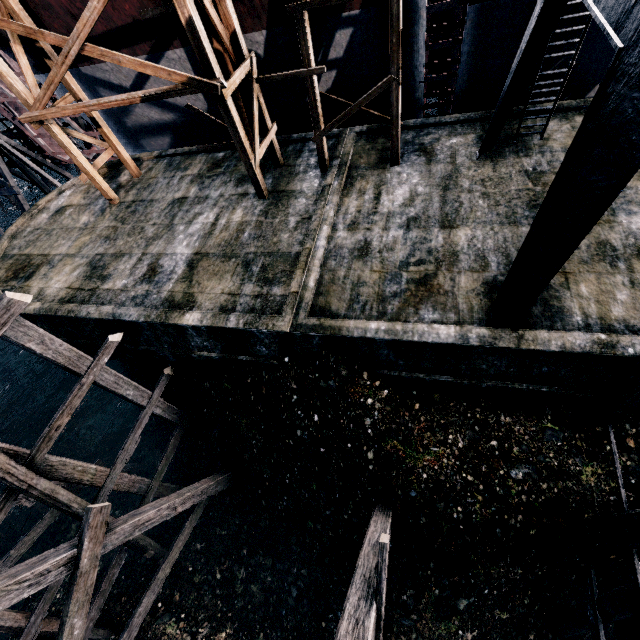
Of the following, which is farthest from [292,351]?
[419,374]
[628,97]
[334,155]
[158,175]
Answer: [158,175]

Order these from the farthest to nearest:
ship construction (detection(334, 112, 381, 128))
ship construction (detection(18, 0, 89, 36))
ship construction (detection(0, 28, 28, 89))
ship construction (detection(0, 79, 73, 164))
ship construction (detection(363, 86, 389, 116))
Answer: ship construction (detection(0, 79, 73, 164)) → ship construction (detection(334, 112, 381, 128)) → ship construction (detection(0, 28, 28, 89)) → ship construction (detection(363, 86, 389, 116)) → ship construction (detection(18, 0, 89, 36))

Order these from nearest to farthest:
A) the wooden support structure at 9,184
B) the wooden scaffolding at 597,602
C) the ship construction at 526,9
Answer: the wooden scaffolding at 597,602, the ship construction at 526,9, the wooden support structure at 9,184

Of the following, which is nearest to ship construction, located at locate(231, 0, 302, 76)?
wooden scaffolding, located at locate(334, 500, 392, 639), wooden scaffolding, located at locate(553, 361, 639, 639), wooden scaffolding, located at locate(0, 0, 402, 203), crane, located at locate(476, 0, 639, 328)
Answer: wooden scaffolding, located at locate(0, 0, 402, 203)

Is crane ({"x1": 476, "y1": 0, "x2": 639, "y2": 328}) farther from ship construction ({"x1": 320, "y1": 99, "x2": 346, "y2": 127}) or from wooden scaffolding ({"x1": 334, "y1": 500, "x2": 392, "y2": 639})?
wooden scaffolding ({"x1": 334, "y1": 500, "x2": 392, "y2": 639})

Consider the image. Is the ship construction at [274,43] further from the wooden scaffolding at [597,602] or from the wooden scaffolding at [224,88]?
the wooden scaffolding at [597,602]

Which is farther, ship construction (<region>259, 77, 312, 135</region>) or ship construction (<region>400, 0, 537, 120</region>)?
ship construction (<region>259, 77, 312, 135</region>)

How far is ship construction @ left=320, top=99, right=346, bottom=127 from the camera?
14.8 meters
